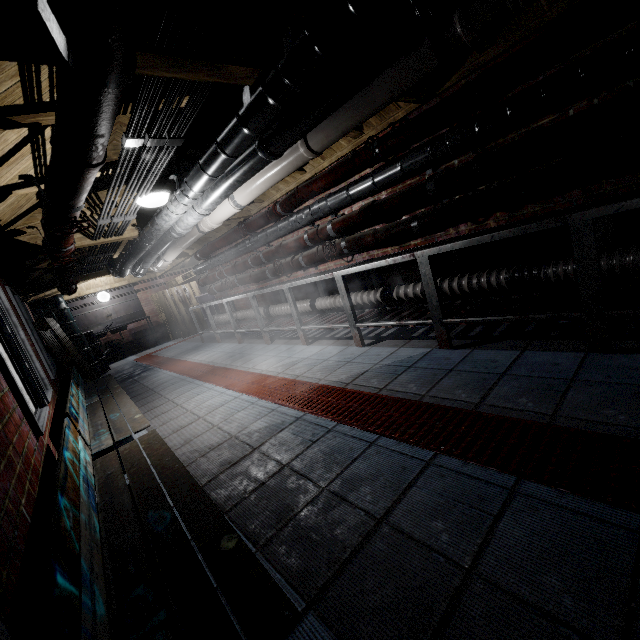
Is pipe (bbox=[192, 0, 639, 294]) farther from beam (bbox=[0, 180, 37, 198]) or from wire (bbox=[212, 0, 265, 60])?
wire (bbox=[212, 0, 265, 60])

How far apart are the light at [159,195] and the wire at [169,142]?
0.0m

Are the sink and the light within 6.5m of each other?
no

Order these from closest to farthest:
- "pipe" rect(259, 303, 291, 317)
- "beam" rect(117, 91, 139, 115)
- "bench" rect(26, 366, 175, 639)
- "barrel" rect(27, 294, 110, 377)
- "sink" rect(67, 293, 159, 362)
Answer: "bench" rect(26, 366, 175, 639), "beam" rect(117, 91, 139, 115), "pipe" rect(259, 303, 291, 317), "barrel" rect(27, 294, 110, 377), "sink" rect(67, 293, 159, 362)

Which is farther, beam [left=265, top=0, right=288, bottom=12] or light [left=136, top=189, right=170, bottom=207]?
light [left=136, top=189, right=170, bottom=207]

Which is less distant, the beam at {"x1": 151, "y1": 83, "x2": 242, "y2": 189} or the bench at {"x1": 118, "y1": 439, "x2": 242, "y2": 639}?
the bench at {"x1": 118, "y1": 439, "x2": 242, "y2": 639}

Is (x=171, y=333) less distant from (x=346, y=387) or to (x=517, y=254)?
(x=346, y=387)

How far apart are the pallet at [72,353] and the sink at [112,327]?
2.1m
